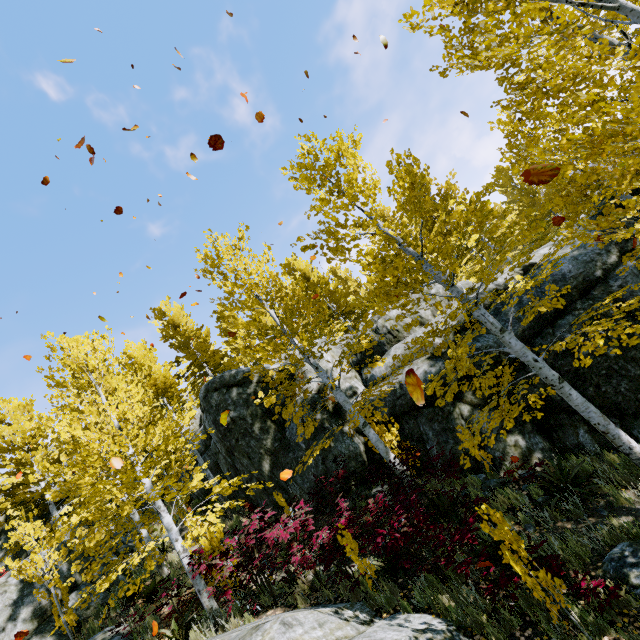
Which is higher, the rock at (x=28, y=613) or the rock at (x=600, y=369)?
the rock at (x=28, y=613)

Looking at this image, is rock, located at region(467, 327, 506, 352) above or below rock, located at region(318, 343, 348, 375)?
below

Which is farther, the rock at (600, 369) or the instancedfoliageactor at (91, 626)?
the instancedfoliageactor at (91, 626)

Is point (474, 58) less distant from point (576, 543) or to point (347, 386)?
point (576, 543)

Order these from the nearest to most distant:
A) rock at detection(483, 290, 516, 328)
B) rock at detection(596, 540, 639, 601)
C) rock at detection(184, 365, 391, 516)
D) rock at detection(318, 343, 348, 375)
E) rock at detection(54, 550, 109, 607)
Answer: rock at detection(596, 540, 639, 601) → rock at detection(483, 290, 516, 328) → rock at detection(54, 550, 109, 607) → rock at detection(184, 365, 391, 516) → rock at detection(318, 343, 348, 375)

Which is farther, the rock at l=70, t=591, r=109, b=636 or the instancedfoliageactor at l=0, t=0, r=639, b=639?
the rock at l=70, t=591, r=109, b=636

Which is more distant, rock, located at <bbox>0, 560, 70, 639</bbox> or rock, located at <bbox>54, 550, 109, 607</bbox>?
rock, located at <bbox>54, 550, 109, 607</bbox>
